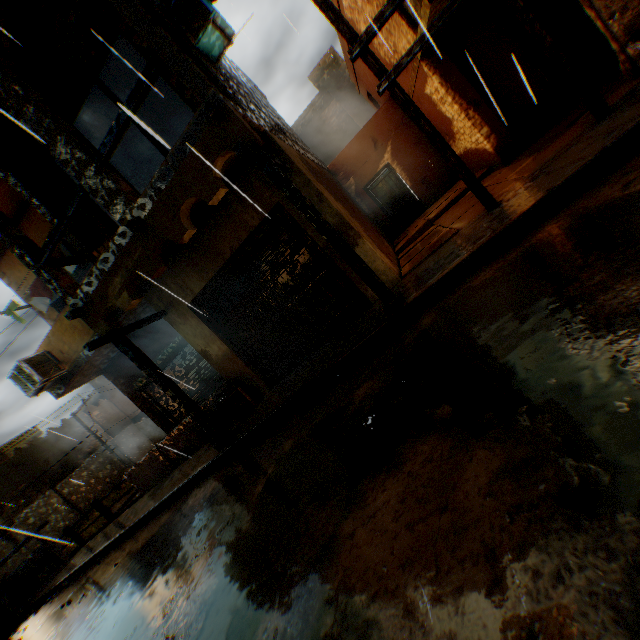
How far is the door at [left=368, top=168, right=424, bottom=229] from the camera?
13.09m

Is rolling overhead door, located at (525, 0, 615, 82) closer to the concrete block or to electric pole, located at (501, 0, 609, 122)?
electric pole, located at (501, 0, 609, 122)

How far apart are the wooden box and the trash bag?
0.07m

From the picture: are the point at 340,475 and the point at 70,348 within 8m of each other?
no

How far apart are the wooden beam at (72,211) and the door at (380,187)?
10.3 meters

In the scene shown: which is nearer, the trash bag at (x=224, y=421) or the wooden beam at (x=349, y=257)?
the wooden beam at (x=349, y=257)

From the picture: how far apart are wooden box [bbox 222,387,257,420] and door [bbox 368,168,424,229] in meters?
9.8

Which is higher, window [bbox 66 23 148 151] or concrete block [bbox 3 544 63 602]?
window [bbox 66 23 148 151]
